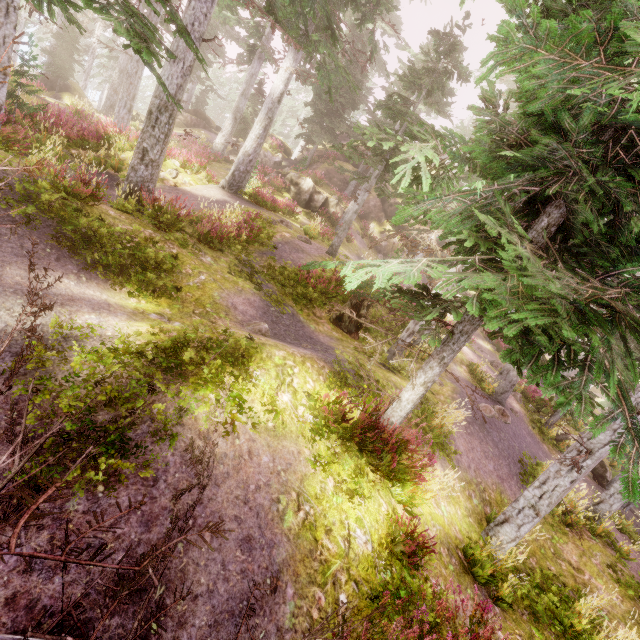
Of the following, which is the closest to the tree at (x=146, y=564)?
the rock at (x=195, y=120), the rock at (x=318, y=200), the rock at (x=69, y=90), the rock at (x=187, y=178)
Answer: the rock at (x=187, y=178)

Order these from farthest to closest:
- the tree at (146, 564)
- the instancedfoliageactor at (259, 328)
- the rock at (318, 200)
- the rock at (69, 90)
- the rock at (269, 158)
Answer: the rock at (269, 158)
the rock at (69, 90)
the rock at (318, 200)
the instancedfoliageactor at (259, 328)
the tree at (146, 564)

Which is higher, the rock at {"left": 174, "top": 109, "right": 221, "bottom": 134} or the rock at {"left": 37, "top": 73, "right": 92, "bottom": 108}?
the rock at {"left": 174, "top": 109, "right": 221, "bottom": 134}

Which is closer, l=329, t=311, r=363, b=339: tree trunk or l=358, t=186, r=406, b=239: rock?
l=329, t=311, r=363, b=339: tree trunk

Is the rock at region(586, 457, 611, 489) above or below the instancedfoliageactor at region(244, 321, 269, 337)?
below

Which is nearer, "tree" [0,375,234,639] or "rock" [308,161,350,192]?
"tree" [0,375,234,639]

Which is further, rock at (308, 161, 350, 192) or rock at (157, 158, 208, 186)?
rock at (308, 161, 350, 192)

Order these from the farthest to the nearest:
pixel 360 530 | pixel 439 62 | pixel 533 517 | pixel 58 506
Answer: pixel 439 62 → pixel 533 517 → pixel 360 530 → pixel 58 506
